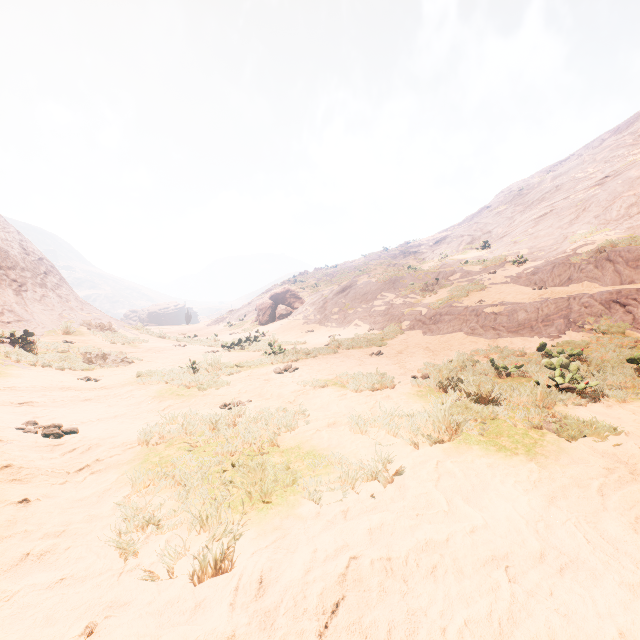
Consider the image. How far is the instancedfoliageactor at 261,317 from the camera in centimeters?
2295cm

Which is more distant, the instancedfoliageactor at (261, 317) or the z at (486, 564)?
the instancedfoliageactor at (261, 317)

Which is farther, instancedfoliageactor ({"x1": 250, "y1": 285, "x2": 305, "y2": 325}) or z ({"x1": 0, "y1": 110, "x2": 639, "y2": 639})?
instancedfoliageactor ({"x1": 250, "y1": 285, "x2": 305, "y2": 325})

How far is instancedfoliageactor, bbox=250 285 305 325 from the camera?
23.0 meters

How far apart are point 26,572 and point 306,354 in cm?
897
